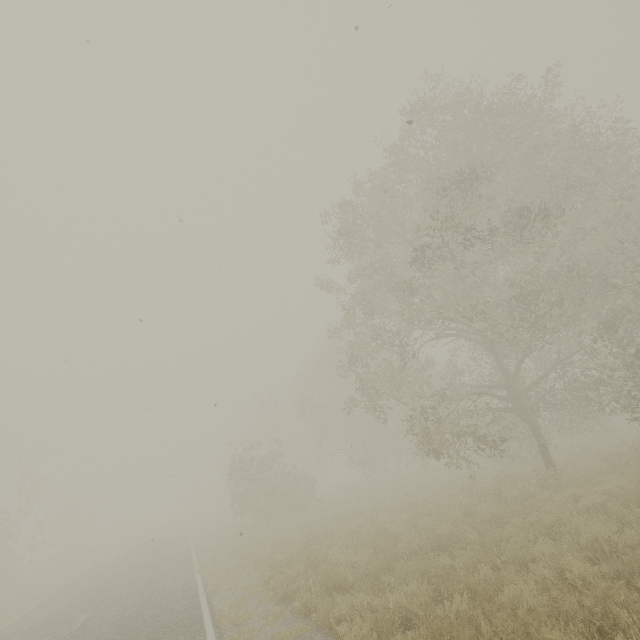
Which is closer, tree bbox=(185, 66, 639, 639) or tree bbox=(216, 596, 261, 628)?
tree bbox=(185, 66, 639, 639)

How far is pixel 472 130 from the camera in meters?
14.5 m

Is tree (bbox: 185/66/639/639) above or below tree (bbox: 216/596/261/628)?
above

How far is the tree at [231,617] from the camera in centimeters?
784cm

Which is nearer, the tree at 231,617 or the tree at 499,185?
the tree at 499,185

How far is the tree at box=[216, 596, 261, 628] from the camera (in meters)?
7.84
